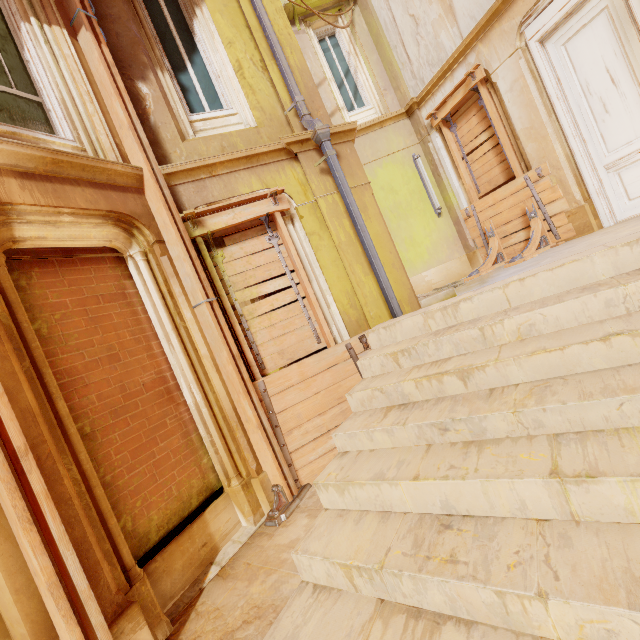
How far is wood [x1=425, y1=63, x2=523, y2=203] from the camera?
6.91m

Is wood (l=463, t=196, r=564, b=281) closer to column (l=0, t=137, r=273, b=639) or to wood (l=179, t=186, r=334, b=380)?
column (l=0, t=137, r=273, b=639)

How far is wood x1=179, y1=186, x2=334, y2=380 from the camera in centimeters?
436cm

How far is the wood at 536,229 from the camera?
6.4m

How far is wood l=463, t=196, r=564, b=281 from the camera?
6.4 meters

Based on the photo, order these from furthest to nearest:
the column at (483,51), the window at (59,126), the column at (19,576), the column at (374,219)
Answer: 1. the column at (483,51)
2. the column at (374,219)
3. the window at (59,126)
4. the column at (19,576)

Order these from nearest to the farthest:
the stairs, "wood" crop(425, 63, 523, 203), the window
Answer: the stairs
the window
"wood" crop(425, 63, 523, 203)

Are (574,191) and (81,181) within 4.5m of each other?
no
